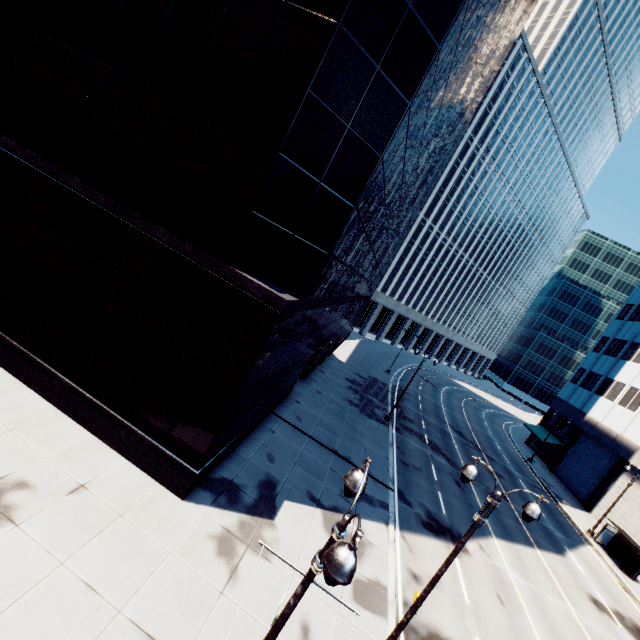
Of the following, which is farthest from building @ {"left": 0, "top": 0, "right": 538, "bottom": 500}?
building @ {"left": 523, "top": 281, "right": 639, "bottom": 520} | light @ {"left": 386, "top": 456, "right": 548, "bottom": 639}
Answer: building @ {"left": 523, "top": 281, "right": 639, "bottom": 520}

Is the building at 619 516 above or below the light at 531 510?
below

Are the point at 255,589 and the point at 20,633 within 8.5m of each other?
yes

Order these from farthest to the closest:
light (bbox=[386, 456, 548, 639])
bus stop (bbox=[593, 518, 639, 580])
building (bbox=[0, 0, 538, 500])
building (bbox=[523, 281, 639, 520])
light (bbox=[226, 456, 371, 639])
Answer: building (bbox=[523, 281, 639, 520]) → bus stop (bbox=[593, 518, 639, 580]) → building (bbox=[0, 0, 538, 500]) → light (bbox=[386, 456, 548, 639]) → light (bbox=[226, 456, 371, 639])

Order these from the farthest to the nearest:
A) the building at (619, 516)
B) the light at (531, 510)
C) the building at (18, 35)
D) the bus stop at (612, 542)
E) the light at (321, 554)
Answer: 1. the building at (619, 516)
2. the bus stop at (612, 542)
3. the building at (18, 35)
4. the light at (531, 510)
5. the light at (321, 554)

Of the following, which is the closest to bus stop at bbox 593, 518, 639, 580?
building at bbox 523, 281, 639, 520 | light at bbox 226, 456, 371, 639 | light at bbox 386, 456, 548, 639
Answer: building at bbox 523, 281, 639, 520

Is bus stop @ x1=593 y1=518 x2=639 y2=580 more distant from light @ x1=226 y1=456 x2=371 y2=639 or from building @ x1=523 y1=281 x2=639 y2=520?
light @ x1=226 y1=456 x2=371 y2=639

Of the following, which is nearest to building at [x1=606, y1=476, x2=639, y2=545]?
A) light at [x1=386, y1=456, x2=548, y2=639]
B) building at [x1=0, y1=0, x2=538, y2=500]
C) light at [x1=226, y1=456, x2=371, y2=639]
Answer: light at [x1=386, y1=456, x2=548, y2=639]
